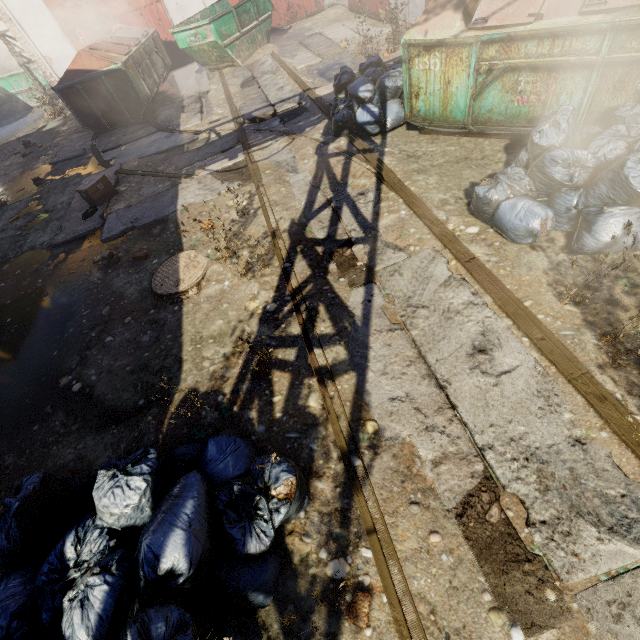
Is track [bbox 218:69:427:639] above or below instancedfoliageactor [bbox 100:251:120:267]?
below

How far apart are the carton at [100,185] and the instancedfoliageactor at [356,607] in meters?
7.7

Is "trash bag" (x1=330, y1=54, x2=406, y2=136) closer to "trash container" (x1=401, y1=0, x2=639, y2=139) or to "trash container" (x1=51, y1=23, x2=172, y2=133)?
"trash container" (x1=401, y1=0, x2=639, y2=139)

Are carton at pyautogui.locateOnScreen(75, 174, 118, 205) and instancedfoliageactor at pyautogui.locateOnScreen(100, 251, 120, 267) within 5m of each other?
yes

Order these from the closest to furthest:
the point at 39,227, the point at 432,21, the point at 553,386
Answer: the point at 553,386 < the point at 432,21 < the point at 39,227

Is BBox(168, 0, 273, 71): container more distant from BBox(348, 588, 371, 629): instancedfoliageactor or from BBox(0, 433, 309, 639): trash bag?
BBox(348, 588, 371, 629): instancedfoliageactor

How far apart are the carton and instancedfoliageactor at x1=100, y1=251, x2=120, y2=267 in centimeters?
203cm

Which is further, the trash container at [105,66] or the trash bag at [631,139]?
the trash container at [105,66]
